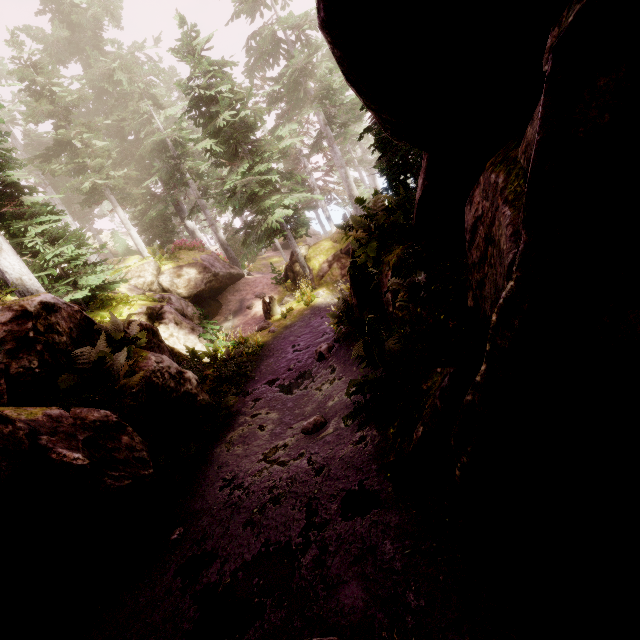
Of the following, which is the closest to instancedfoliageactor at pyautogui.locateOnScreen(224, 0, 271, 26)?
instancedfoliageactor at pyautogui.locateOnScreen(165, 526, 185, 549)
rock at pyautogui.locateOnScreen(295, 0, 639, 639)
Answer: → rock at pyautogui.locateOnScreen(295, 0, 639, 639)

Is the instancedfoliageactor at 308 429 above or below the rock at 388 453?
below

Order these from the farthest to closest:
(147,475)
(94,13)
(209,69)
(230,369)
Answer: (94,13) < (209,69) < (230,369) < (147,475)

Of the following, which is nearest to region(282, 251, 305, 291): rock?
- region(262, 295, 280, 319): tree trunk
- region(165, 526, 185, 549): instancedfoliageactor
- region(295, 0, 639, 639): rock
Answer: region(262, 295, 280, 319): tree trunk

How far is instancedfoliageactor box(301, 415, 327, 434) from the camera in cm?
698

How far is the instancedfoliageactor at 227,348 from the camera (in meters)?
7.04

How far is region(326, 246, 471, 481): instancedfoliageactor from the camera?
4.0m

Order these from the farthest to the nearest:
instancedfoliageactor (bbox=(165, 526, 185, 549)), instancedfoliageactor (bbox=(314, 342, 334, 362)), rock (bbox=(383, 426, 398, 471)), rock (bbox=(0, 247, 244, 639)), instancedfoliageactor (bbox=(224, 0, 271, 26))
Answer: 1. instancedfoliageactor (bbox=(224, 0, 271, 26))
2. instancedfoliageactor (bbox=(314, 342, 334, 362))
3. instancedfoliageactor (bbox=(165, 526, 185, 549))
4. rock (bbox=(383, 426, 398, 471))
5. rock (bbox=(0, 247, 244, 639))
